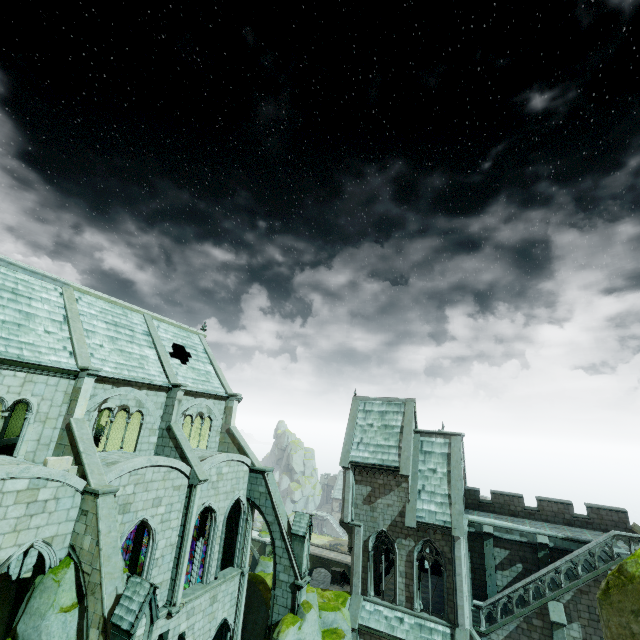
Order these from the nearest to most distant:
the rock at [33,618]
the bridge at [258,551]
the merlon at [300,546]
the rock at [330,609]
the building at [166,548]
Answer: the rock at [33,618] → the building at [166,548] → the rock at [330,609] → the merlon at [300,546] → the bridge at [258,551]

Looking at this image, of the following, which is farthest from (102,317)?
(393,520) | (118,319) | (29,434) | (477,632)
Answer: (477,632)

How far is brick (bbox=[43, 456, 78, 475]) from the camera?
13.4m

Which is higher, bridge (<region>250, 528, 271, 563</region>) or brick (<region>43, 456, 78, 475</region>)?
brick (<region>43, 456, 78, 475</region>)

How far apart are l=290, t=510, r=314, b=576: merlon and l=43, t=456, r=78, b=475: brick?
13.2m

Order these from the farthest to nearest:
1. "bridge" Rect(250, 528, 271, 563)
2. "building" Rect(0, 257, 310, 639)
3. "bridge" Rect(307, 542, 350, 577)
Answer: "bridge" Rect(250, 528, 271, 563)
"bridge" Rect(307, 542, 350, 577)
"building" Rect(0, 257, 310, 639)

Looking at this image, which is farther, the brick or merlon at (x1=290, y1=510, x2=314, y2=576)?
merlon at (x1=290, y1=510, x2=314, y2=576)

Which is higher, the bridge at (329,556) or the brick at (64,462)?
the brick at (64,462)
